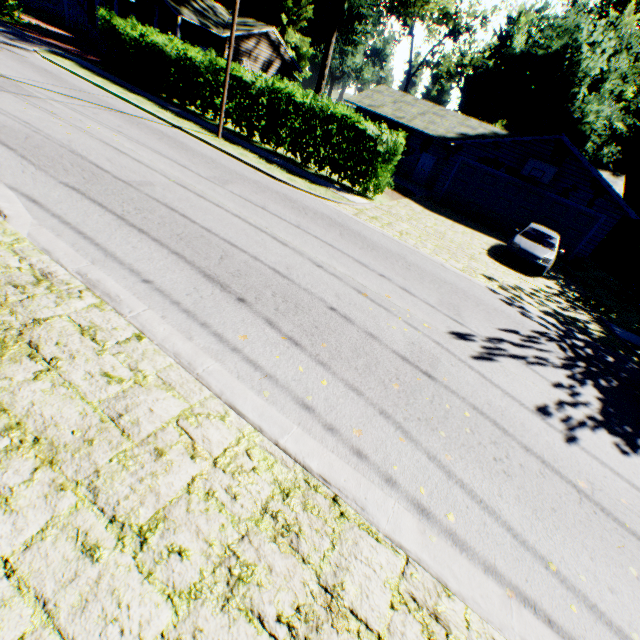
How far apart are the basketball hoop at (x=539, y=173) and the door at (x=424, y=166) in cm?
824

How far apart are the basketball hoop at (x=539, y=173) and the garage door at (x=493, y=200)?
0.53m

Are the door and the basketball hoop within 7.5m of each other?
no

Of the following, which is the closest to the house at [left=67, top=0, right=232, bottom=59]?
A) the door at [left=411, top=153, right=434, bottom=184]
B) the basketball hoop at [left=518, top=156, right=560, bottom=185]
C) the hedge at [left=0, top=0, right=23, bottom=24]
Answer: the hedge at [left=0, top=0, right=23, bottom=24]

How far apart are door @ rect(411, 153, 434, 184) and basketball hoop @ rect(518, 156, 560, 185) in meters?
8.2 m

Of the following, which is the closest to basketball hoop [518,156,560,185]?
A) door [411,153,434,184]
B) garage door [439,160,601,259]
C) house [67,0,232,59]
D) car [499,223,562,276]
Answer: garage door [439,160,601,259]

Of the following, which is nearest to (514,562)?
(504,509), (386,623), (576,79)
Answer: (504,509)

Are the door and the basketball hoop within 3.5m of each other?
no
